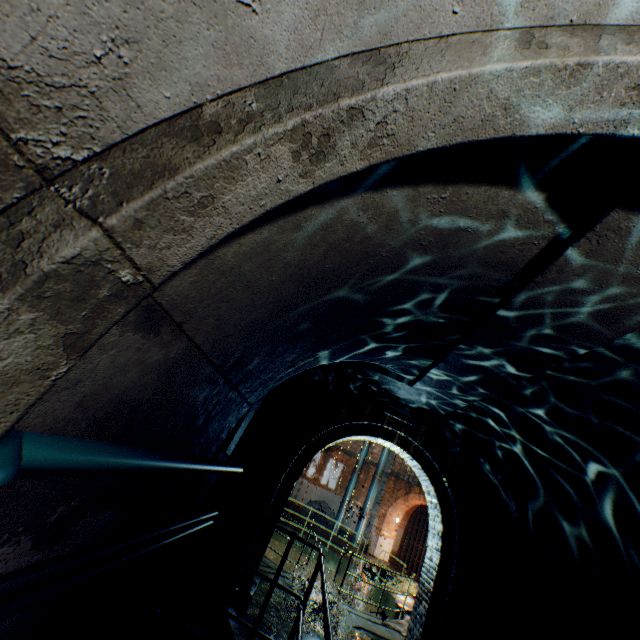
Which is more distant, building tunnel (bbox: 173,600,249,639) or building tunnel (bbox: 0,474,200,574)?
building tunnel (bbox: 173,600,249,639)

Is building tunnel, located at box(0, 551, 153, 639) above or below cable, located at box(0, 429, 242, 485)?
below

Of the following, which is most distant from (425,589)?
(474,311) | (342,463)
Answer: (342,463)

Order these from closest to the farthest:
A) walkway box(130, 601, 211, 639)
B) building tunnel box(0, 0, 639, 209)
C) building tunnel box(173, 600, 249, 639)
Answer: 1. building tunnel box(0, 0, 639, 209)
2. walkway box(130, 601, 211, 639)
3. building tunnel box(173, 600, 249, 639)

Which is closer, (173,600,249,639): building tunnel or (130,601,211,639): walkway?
(130,601,211,639): walkway

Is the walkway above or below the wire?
below

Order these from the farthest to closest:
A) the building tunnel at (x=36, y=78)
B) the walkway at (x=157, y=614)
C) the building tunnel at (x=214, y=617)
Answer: the building tunnel at (x=214, y=617) < the walkway at (x=157, y=614) < the building tunnel at (x=36, y=78)

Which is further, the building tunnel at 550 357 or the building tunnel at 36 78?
the building tunnel at 550 357
